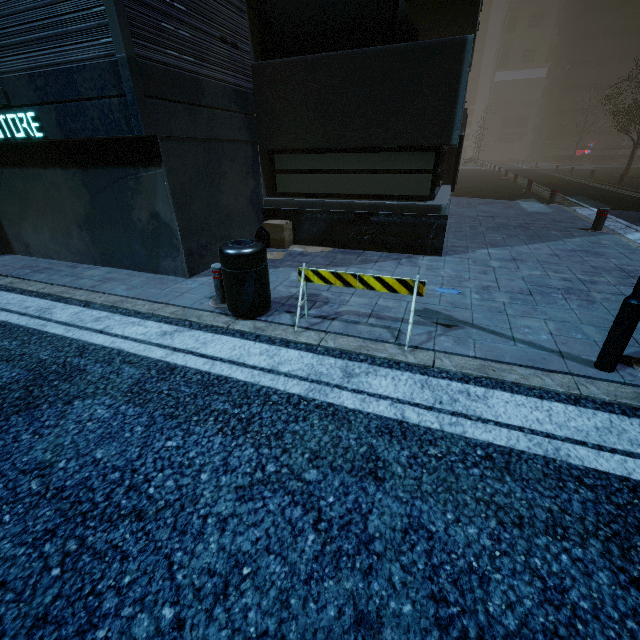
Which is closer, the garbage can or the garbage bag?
the garbage can

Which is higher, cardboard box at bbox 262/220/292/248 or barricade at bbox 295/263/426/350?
barricade at bbox 295/263/426/350

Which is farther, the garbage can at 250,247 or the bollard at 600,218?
the bollard at 600,218

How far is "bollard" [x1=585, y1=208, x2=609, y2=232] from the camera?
8.1m

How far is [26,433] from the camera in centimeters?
257cm

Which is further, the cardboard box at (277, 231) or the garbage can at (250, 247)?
the cardboard box at (277, 231)

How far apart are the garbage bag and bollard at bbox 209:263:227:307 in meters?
2.8 m

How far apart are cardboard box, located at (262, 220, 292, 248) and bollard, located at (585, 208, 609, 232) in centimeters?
777cm
